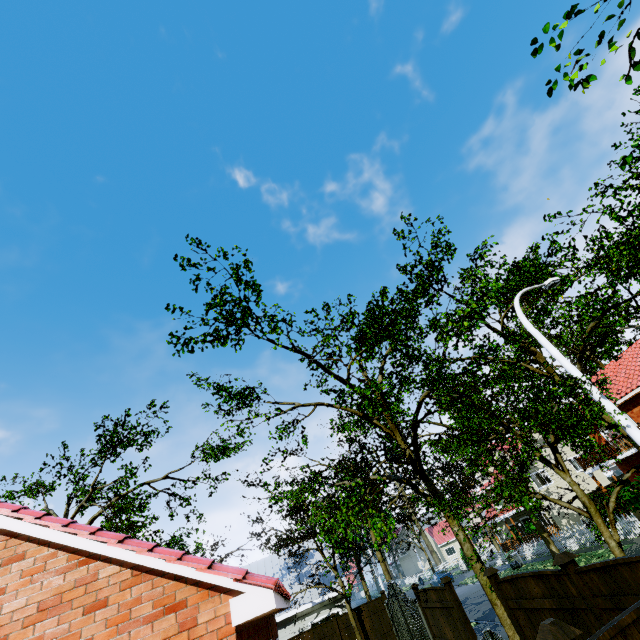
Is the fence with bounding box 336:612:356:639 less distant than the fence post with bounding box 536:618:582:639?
No

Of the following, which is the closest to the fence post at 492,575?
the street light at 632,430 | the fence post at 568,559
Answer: the fence post at 568,559

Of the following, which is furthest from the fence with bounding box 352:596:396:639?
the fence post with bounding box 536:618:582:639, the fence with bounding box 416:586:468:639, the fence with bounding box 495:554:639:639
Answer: the fence post with bounding box 536:618:582:639

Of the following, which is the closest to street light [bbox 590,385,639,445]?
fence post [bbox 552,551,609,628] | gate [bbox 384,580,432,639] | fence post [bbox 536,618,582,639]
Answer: fence post [bbox 552,551,609,628]

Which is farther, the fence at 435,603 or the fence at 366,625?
the fence at 366,625

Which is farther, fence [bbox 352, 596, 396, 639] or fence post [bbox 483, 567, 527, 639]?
fence [bbox 352, 596, 396, 639]

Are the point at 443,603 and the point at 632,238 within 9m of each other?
no

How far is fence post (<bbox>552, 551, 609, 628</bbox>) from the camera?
5.14m
